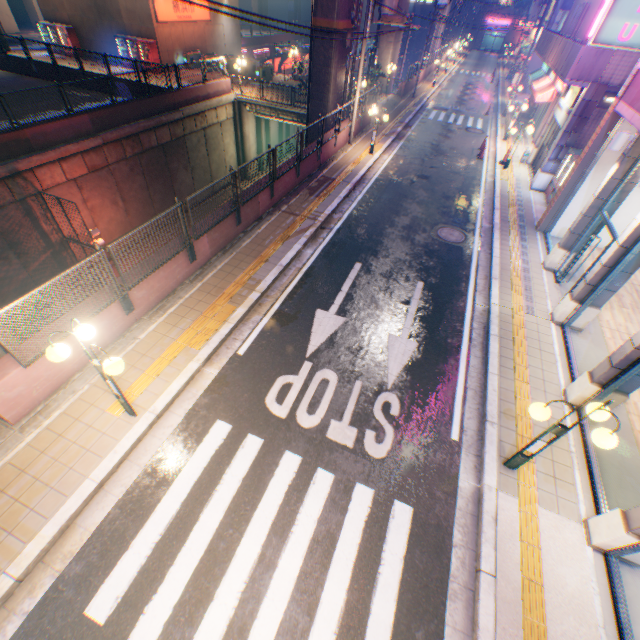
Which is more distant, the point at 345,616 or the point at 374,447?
the point at 374,447

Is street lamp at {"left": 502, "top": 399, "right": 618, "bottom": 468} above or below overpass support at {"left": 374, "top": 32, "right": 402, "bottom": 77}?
below

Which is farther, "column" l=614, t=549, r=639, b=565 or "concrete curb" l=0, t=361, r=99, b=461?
"concrete curb" l=0, t=361, r=99, b=461

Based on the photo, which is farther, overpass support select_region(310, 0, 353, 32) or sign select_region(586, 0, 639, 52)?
overpass support select_region(310, 0, 353, 32)

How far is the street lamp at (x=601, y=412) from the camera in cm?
443

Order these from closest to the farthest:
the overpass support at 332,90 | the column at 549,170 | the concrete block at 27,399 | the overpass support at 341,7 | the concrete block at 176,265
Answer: the concrete block at 27,399 → the concrete block at 176,265 → the column at 549,170 → the overpass support at 341,7 → the overpass support at 332,90

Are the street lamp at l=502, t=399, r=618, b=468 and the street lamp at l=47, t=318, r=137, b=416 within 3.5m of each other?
no

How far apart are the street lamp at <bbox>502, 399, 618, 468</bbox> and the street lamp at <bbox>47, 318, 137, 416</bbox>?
6.32m
